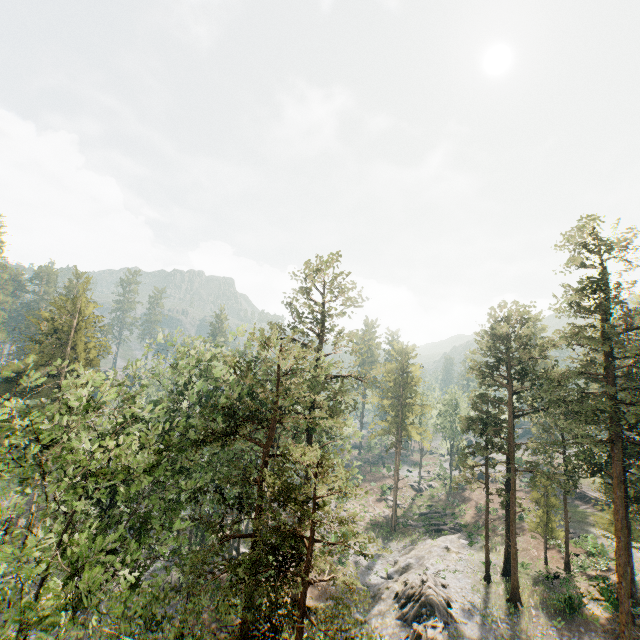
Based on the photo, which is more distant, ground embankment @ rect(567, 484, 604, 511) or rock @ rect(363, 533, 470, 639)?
ground embankment @ rect(567, 484, 604, 511)

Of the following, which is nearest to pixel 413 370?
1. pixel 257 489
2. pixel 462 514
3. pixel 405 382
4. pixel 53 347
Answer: pixel 405 382

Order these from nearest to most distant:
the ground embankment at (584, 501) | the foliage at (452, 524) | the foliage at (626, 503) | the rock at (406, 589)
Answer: the foliage at (626, 503) → the rock at (406, 589) → the ground embankment at (584, 501) → the foliage at (452, 524)

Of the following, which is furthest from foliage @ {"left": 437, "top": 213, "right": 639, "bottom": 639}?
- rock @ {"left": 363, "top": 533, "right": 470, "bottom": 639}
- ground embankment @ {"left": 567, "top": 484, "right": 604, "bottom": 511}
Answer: ground embankment @ {"left": 567, "top": 484, "right": 604, "bottom": 511}

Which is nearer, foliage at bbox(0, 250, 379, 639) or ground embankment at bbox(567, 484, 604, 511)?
foliage at bbox(0, 250, 379, 639)

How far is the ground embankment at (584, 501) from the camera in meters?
44.6 m

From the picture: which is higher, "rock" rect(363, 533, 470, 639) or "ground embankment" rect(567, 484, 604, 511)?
"ground embankment" rect(567, 484, 604, 511)
